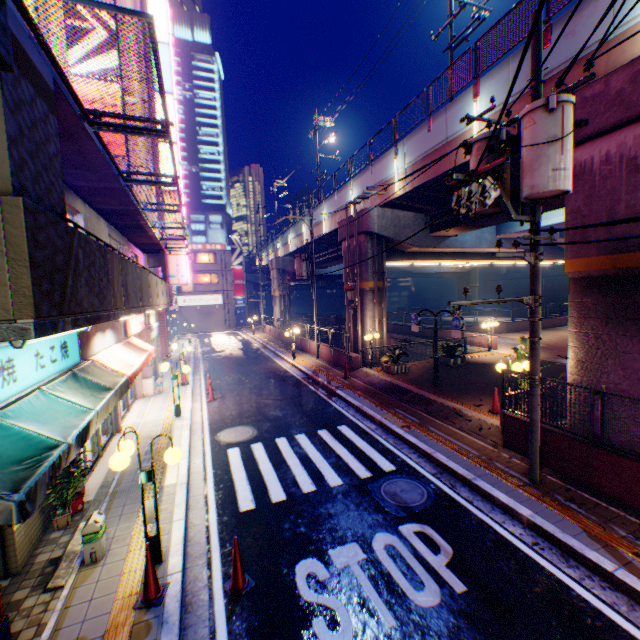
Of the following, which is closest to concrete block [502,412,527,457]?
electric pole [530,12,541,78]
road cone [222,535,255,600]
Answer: electric pole [530,12,541,78]

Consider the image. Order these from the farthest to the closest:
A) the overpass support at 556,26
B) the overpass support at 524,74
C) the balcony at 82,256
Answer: the overpass support at 524,74 < the overpass support at 556,26 < the balcony at 82,256

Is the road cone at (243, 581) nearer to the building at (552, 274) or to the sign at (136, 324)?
the sign at (136, 324)

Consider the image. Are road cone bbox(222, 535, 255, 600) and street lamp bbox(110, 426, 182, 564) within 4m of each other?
yes

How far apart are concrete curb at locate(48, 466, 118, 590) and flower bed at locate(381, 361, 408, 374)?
11.28m

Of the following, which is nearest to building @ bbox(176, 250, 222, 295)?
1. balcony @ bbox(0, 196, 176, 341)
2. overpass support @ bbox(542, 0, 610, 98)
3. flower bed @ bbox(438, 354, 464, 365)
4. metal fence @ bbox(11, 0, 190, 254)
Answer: overpass support @ bbox(542, 0, 610, 98)

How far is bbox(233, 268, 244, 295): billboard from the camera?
49.03m

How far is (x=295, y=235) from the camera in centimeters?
3309cm
